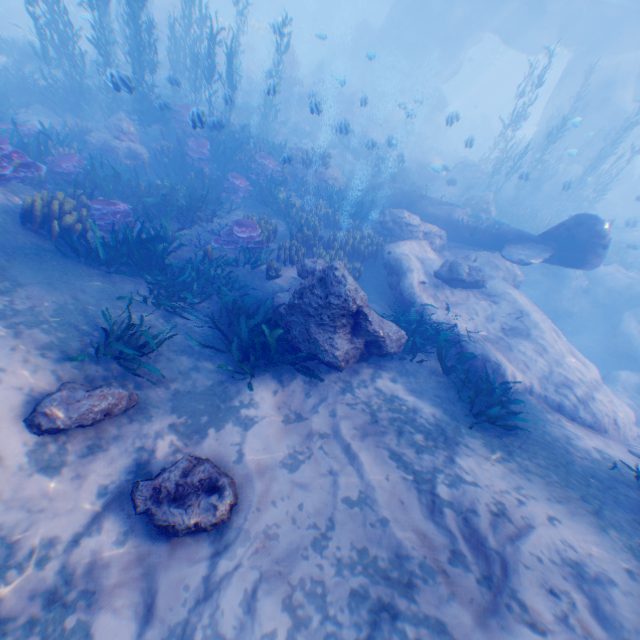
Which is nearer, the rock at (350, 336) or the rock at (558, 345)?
the rock at (350, 336)

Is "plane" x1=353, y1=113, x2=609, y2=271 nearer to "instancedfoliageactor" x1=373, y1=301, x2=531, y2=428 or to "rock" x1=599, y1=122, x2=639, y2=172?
"rock" x1=599, y1=122, x2=639, y2=172

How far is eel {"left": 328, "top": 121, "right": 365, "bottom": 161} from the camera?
13.54m

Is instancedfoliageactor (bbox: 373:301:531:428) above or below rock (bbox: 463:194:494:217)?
below

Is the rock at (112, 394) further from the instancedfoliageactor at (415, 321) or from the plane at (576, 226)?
the instancedfoliageactor at (415, 321)

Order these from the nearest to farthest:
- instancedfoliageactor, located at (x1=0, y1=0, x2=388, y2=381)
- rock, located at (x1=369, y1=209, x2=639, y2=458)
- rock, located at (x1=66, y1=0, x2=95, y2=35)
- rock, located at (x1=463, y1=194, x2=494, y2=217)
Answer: instancedfoliageactor, located at (x1=0, y1=0, x2=388, y2=381) < rock, located at (x1=369, y1=209, x2=639, y2=458) < rock, located at (x1=463, y1=194, x2=494, y2=217) < rock, located at (x1=66, y1=0, x2=95, y2=35)

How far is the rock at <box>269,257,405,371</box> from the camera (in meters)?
6.39

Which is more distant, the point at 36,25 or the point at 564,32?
the point at 564,32
